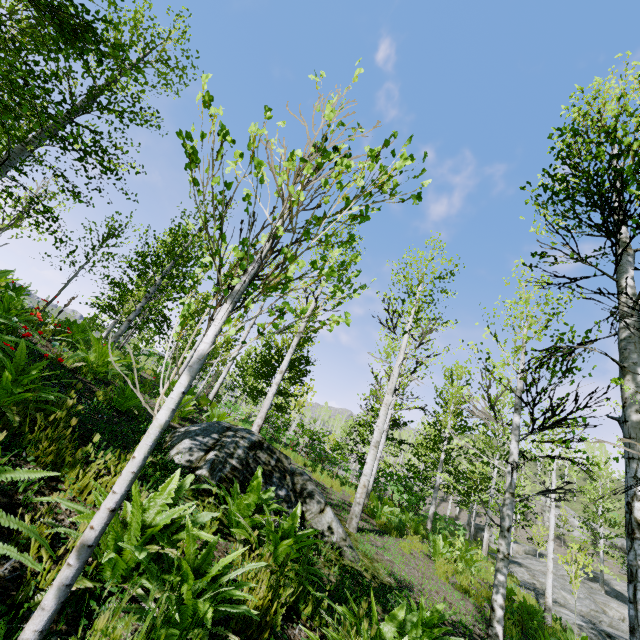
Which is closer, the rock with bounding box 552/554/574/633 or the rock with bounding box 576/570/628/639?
the rock with bounding box 576/570/628/639

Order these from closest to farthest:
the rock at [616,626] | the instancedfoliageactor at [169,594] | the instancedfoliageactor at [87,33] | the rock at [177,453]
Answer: the instancedfoliageactor at [169,594] < the instancedfoliageactor at [87,33] < the rock at [177,453] < the rock at [616,626]

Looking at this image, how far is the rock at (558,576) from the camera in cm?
1369

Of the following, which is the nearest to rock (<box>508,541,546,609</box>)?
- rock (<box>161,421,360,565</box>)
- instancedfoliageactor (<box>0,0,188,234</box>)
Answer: instancedfoliageactor (<box>0,0,188,234</box>)

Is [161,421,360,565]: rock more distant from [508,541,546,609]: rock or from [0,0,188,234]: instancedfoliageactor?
[508,541,546,609]: rock

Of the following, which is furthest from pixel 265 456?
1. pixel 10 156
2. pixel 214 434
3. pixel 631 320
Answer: pixel 10 156

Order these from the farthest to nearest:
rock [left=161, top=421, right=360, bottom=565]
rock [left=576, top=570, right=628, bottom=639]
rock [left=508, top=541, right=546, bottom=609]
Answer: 1. rock [left=508, top=541, right=546, bottom=609]
2. rock [left=576, top=570, right=628, bottom=639]
3. rock [left=161, top=421, right=360, bottom=565]
